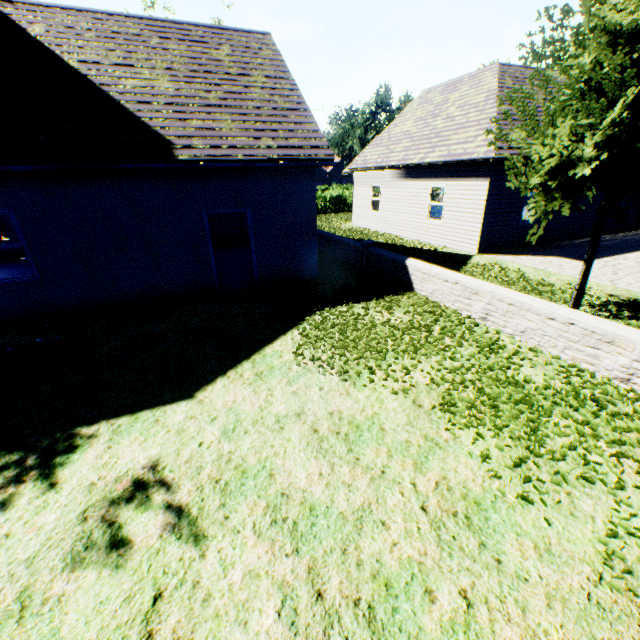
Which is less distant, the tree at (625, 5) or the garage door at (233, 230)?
the tree at (625, 5)

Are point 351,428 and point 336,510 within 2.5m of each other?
yes

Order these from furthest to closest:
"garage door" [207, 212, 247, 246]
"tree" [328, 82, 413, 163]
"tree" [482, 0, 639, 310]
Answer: "tree" [328, 82, 413, 163] < "garage door" [207, 212, 247, 246] < "tree" [482, 0, 639, 310]

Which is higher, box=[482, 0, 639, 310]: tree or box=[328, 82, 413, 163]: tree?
box=[328, 82, 413, 163]: tree

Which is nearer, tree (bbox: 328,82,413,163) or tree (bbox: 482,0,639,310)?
tree (bbox: 482,0,639,310)

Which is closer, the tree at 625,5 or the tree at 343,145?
the tree at 625,5

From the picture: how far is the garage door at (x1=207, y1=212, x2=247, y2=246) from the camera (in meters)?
15.60

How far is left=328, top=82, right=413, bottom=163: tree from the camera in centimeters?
4484cm
